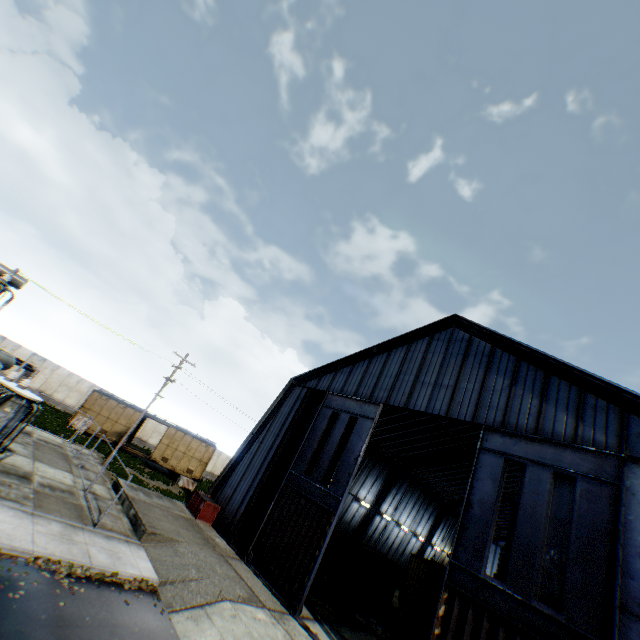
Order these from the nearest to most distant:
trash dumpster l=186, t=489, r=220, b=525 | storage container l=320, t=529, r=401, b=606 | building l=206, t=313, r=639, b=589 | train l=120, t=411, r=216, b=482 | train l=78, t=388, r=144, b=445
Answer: building l=206, t=313, r=639, b=589, trash dumpster l=186, t=489, r=220, b=525, storage container l=320, t=529, r=401, b=606, train l=78, t=388, r=144, b=445, train l=120, t=411, r=216, b=482

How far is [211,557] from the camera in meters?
15.5 m

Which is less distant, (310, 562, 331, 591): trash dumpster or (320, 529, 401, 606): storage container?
(310, 562, 331, 591): trash dumpster

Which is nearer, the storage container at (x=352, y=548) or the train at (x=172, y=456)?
the storage container at (x=352, y=548)

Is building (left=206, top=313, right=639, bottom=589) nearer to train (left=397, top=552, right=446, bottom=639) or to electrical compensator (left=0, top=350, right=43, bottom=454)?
train (left=397, top=552, right=446, bottom=639)

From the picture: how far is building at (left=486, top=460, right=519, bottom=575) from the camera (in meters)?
33.40

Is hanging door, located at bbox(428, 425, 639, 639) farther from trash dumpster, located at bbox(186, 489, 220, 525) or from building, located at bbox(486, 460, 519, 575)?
trash dumpster, located at bbox(186, 489, 220, 525)

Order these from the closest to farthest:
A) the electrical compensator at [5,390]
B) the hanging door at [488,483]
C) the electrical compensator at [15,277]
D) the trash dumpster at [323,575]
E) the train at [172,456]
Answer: the hanging door at [488,483]
the electrical compensator at [5,390]
the electrical compensator at [15,277]
the trash dumpster at [323,575]
the train at [172,456]
